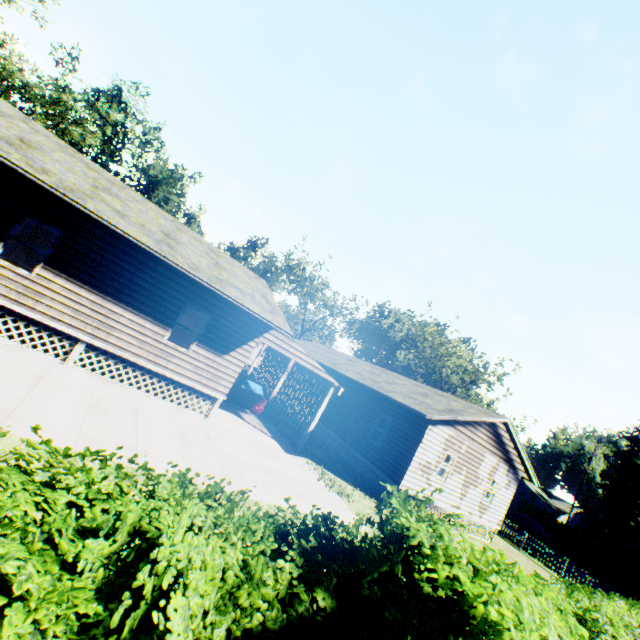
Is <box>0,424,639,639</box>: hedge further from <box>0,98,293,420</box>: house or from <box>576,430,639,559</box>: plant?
<box>576,430,639,559</box>: plant

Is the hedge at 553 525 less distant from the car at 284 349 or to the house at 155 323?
the car at 284 349

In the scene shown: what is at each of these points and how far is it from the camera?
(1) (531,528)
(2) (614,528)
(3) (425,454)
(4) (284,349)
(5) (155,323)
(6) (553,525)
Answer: (1) car, 32.03m
(2) plant, 49.38m
(3) house, 15.25m
(4) car, 13.74m
(5) house, 11.16m
(6) hedge, 34.59m

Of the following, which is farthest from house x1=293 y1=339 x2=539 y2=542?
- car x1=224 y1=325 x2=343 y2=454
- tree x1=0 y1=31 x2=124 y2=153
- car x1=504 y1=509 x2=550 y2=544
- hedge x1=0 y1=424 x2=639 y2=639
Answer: tree x1=0 y1=31 x2=124 y2=153

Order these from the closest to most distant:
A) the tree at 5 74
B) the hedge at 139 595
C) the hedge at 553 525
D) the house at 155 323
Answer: the hedge at 139 595 < the house at 155 323 < the hedge at 553 525 < the tree at 5 74

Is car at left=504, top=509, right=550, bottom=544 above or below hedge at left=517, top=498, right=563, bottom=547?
below

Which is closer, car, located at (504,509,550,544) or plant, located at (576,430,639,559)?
car, located at (504,509,550,544)

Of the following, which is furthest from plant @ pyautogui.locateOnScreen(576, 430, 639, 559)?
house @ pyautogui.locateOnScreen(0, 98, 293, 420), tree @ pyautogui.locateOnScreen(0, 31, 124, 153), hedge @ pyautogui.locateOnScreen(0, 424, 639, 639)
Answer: tree @ pyautogui.locateOnScreen(0, 31, 124, 153)
